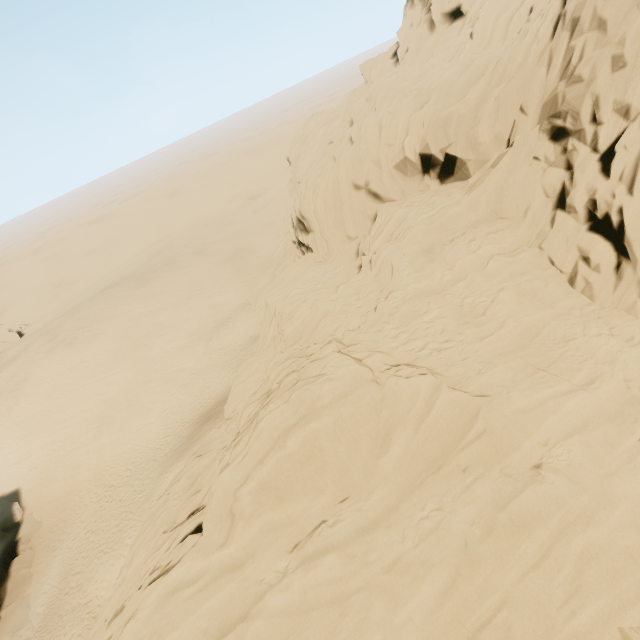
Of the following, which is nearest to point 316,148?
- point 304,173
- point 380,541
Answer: point 304,173

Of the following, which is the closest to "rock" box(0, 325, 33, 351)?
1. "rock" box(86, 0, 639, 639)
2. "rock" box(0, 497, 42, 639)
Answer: "rock" box(86, 0, 639, 639)

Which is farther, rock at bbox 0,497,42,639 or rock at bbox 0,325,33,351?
rock at bbox 0,325,33,351

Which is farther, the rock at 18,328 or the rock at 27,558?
the rock at 18,328

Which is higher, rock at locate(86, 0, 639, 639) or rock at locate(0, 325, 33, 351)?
rock at locate(86, 0, 639, 639)

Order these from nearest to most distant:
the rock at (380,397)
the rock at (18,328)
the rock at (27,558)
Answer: the rock at (380,397) → the rock at (27,558) → the rock at (18,328)

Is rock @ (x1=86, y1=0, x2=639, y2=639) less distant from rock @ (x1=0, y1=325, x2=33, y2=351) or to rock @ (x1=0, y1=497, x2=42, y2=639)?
rock @ (x1=0, y1=497, x2=42, y2=639)

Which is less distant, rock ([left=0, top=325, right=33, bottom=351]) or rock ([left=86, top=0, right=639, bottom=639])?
rock ([left=86, top=0, right=639, bottom=639])
